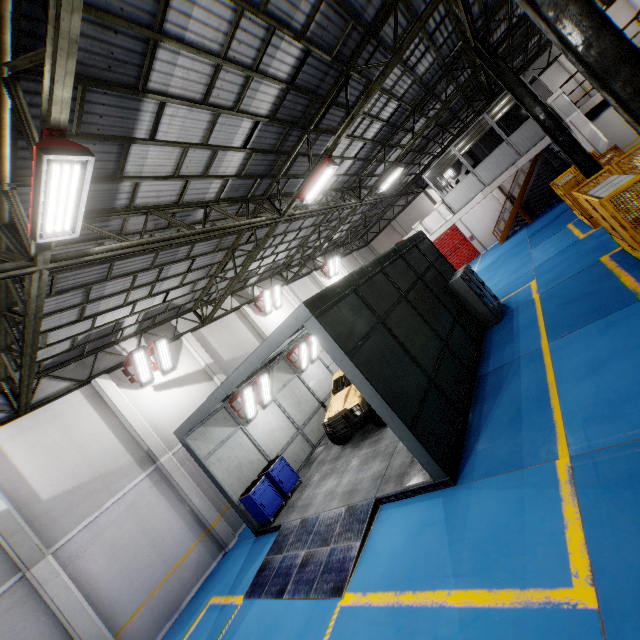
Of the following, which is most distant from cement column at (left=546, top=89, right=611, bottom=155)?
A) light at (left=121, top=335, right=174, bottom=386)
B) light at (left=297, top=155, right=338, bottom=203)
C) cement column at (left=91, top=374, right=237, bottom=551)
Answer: cement column at (left=91, top=374, right=237, bottom=551)

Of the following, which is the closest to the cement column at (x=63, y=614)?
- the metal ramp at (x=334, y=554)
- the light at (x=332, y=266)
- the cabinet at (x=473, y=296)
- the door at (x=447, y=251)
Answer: the metal ramp at (x=334, y=554)

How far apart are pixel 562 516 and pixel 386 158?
18.6 meters

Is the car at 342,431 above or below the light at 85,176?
below

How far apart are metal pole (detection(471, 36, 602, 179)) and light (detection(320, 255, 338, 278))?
15.36m

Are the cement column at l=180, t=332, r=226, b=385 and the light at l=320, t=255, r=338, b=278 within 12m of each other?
no

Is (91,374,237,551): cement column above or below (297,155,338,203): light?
below

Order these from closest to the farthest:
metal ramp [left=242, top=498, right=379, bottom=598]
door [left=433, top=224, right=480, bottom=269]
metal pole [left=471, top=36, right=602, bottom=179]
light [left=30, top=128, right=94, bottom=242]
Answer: light [left=30, top=128, right=94, bottom=242], metal ramp [left=242, top=498, right=379, bottom=598], metal pole [left=471, top=36, right=602, bottom=179], door [left=433, top=224, right=480, bottom=269]
